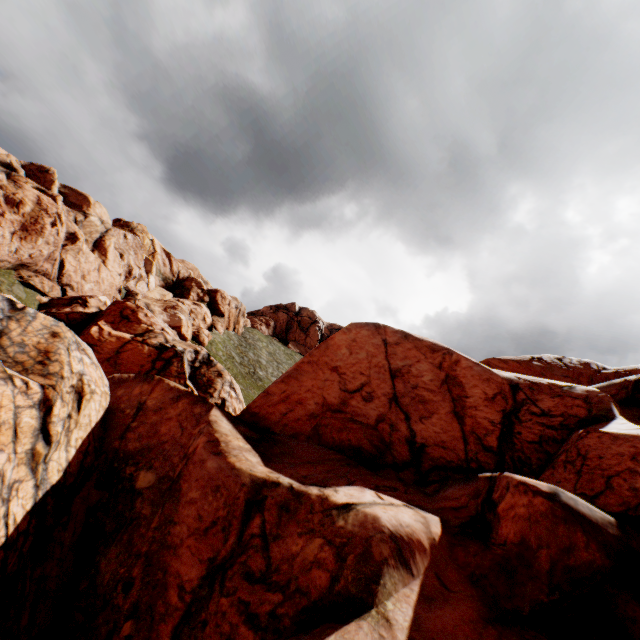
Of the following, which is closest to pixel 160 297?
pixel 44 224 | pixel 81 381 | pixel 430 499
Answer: pixel 44 224
